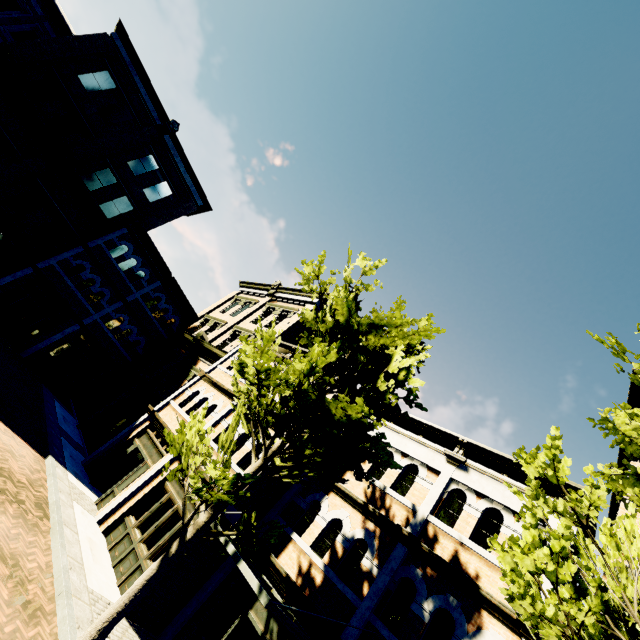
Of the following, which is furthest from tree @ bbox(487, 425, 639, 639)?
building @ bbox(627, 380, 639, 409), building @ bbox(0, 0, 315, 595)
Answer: building @ bbox(0, 0, 315, 595)

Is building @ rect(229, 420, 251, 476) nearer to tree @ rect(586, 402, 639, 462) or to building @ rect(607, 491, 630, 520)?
building @ rect(607, 491, 630, 520)

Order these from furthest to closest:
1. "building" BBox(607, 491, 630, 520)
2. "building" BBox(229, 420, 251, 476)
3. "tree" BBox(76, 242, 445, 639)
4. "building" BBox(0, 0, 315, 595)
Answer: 1. "building" BBox(0, 0, 315, 595)
2. "building" BBox(229, 420, 251, 476)
3. "building" BBox(607, 491, 630, 520)
4. "tree" BBox(76, 242, 445, 639)

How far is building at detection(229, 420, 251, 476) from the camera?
10.8 meters

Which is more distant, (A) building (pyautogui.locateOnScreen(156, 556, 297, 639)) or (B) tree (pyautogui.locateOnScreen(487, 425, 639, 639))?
(A) building (pyautogui.locateOnScreen(156, 556, 297, 639))

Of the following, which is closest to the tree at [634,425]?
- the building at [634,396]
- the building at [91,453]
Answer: the building at [634,396]

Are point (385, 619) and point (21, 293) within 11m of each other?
no

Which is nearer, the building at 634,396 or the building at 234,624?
the building at 234,624
